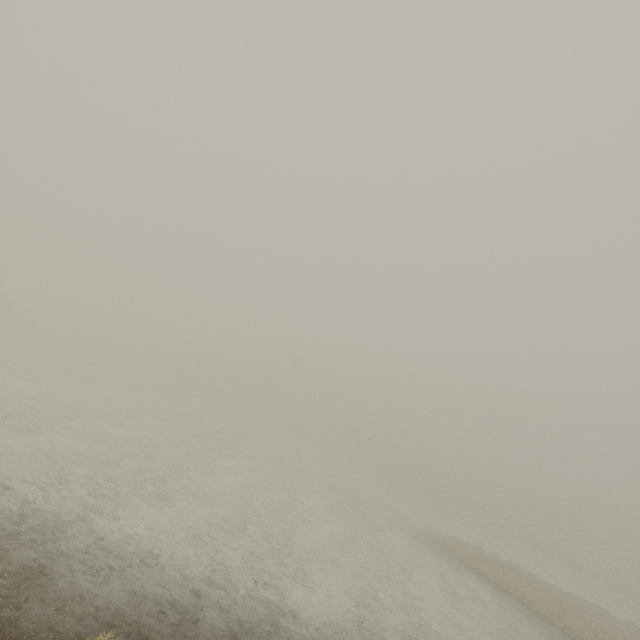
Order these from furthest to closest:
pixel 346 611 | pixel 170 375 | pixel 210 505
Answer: pixel 170 375, pixel 210 505, pixel 346 611
